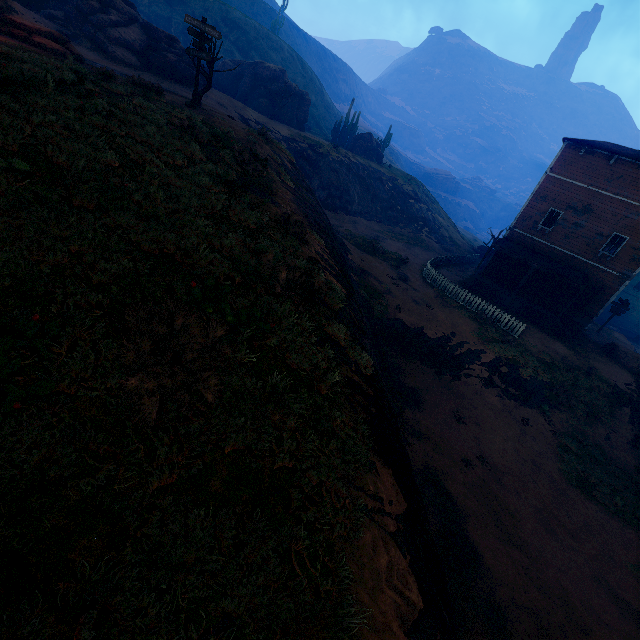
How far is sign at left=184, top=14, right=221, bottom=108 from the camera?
13.6m

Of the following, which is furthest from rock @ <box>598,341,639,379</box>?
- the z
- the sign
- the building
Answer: the sign

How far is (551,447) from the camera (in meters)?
14.88

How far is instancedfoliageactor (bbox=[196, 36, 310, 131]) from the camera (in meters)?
17.66

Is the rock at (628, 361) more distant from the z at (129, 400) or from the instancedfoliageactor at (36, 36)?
the instancedfoliageactor at (36, 36)

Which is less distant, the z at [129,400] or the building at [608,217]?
the z at [129,400]

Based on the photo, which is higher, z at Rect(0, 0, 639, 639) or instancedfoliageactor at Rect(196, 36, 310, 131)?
instancedfoliageactor at Rect(196, 36, 310, 131)

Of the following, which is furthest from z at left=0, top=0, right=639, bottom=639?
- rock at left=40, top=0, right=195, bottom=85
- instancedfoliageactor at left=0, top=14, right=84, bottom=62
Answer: instancedfoliageactor at left=0, top=14, right=84, bottom=62
